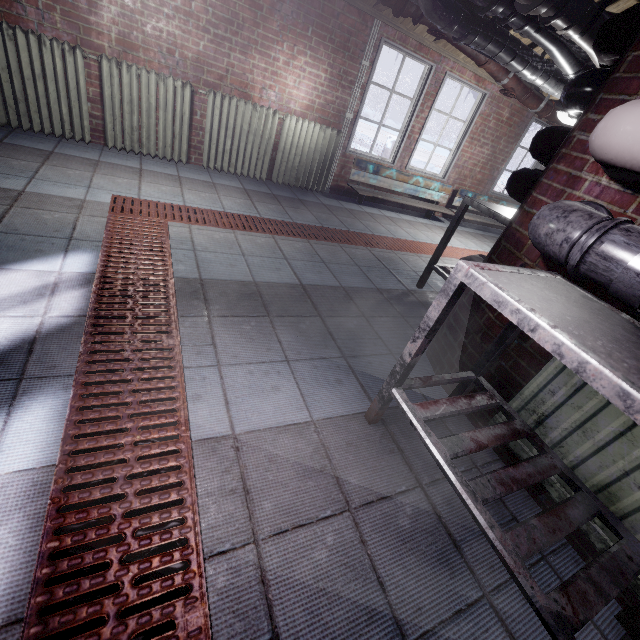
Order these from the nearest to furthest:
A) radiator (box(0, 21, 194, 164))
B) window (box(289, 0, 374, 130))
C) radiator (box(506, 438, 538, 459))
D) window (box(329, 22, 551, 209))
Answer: radiator (box(506, 438, 538, 459)), radiator (box(0, 21, 194, 164)), window (box(289, 0, 374, 130)), window (box(329, 22, 551, 209))

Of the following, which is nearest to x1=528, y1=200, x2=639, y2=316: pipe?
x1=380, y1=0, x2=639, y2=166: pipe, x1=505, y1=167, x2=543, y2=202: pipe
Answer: x1=505, y1=167, x2=543, y2=202: pipe

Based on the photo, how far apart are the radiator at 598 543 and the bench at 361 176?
3.6 meters

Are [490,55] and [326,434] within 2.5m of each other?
no

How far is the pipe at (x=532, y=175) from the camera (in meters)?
1.90

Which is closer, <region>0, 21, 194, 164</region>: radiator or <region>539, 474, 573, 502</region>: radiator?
<region>539, 474, 573, 502</region>: radiator

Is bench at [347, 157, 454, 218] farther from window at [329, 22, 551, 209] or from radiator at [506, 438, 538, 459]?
radiator at [506, 438, 538, 459]

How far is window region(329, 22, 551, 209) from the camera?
4.1 meters
